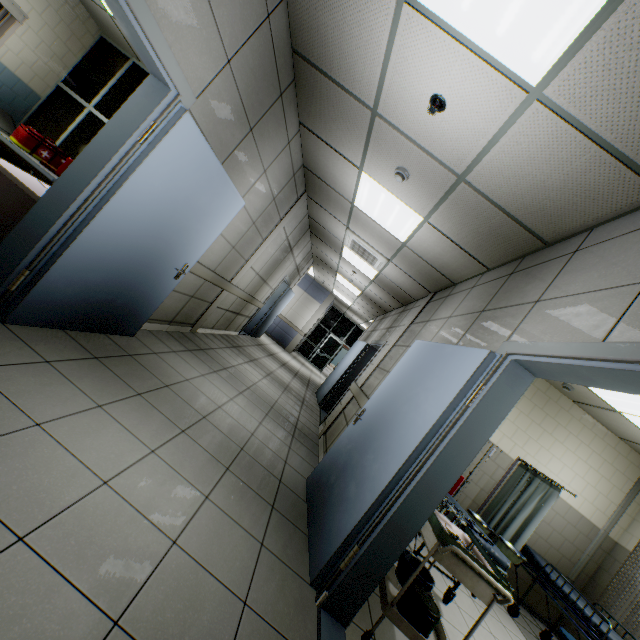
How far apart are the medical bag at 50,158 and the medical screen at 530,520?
8.61m

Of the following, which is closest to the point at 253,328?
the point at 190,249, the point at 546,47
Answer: the point at 190,249

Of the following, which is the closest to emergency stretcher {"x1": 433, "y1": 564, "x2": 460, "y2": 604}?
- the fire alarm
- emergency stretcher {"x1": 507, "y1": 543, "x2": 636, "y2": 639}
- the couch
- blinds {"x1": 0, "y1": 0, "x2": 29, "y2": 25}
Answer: emergency stretcher {"x1": 507, "y1": 543, "x2": 636, "y2": 639}

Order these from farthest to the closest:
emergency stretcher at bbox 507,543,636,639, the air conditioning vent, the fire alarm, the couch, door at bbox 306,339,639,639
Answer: the air conditioning vent, the couch, emergency stretcher at bbox 507,543,636,639, the fire alarm, door at bbox 306,339,639,639

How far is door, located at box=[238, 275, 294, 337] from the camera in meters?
9.5

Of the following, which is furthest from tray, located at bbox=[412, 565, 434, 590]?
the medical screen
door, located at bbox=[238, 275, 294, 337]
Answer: door, located at bbox=[238, 275, 294, 337]

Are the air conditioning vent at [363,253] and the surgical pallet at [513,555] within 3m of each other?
no

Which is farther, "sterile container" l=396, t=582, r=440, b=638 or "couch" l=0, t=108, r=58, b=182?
"couch" l=0, t=108, r=58, b=182
